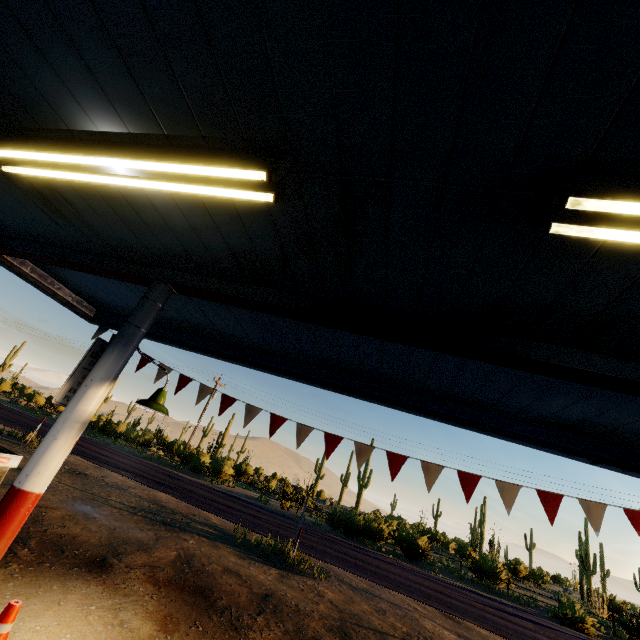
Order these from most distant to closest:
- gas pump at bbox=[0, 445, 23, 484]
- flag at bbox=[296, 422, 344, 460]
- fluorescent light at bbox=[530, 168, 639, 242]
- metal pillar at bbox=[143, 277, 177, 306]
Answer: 1. flag at bbox=[296, 422, 344, 460]
2. metal pillar at bbox=[143, 277, 177, 306]
3. gas pump at bbox=[0, 445, 23, 484]
4. fluorescent light at bbox=[530, 168, 639, 242]

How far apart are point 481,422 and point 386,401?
1.46m

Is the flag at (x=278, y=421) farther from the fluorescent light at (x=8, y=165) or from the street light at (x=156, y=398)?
the fluorescent light at (x=8, y=165)

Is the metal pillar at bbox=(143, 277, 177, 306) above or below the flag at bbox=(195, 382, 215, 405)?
above

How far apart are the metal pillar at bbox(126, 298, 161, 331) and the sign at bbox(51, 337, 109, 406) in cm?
2

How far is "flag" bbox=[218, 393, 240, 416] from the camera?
5.63m

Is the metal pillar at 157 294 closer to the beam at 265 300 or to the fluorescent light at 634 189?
the beam at 265 300
